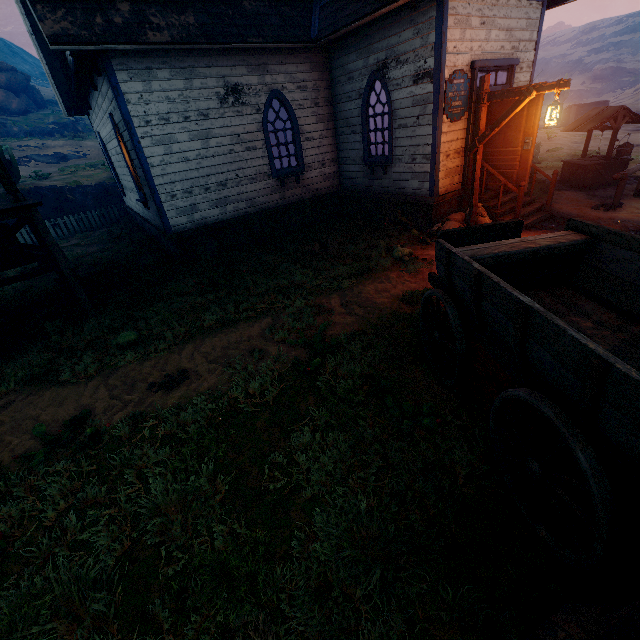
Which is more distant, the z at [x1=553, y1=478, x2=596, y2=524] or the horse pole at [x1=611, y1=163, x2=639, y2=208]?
the horse pole at [x1=611, y1=163, x2=639, y2=208]

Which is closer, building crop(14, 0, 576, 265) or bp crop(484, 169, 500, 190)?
building crop(14, 0, 576, 265)

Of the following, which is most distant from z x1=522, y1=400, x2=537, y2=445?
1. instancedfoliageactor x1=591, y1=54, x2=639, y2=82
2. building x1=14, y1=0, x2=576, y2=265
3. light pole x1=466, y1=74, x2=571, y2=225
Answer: instancedfoliageactor x1=591, y1=54, x2=639, y2=82

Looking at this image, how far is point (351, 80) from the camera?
9.2m

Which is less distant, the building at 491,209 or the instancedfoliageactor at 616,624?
the instancedfoliageactor at 616,624

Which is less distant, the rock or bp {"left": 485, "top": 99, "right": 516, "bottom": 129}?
bp {"left": 485, "top": 99, "right": 516, "bottom": 129}

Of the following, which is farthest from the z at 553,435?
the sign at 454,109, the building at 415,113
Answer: the sign at 454,109

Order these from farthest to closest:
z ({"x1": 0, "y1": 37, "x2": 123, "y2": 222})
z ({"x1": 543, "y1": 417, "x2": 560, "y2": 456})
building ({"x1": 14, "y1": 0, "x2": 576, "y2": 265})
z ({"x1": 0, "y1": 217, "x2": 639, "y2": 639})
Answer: z ({"x1": 0, "y1": 37, "x2": 123, "y2": 222}) < building ({"x1": 14, "y1": 0, "x2": 576, "y2": 265}) < z ({"x1": 543, "y1": 417, "x2": 560, "y2": 456}) < z ({"x1": 0, "y1": 217, "x2": 639, "y2": 639})
